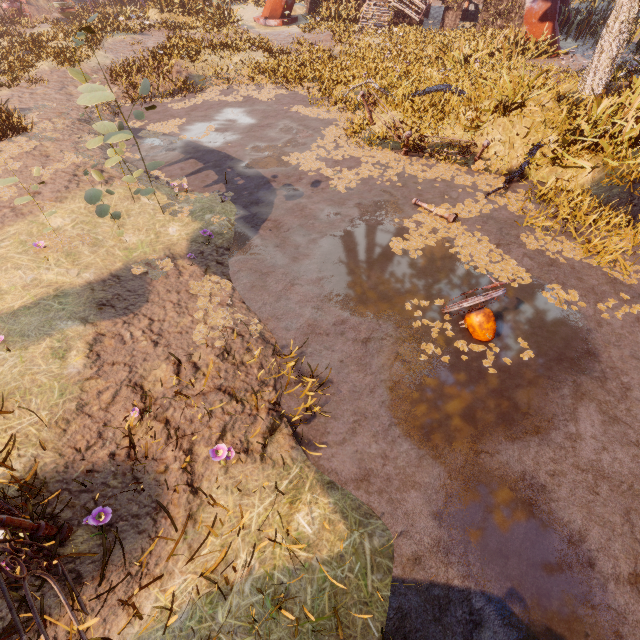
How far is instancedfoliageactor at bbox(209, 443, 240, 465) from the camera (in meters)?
3.53

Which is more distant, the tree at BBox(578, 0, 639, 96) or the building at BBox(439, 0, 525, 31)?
the building at BBox(439, 0, 525, 31)

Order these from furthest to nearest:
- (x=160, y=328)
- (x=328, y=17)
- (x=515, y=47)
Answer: (x=328, y=17)
(x=515, y=47)
(x=160, y=328)

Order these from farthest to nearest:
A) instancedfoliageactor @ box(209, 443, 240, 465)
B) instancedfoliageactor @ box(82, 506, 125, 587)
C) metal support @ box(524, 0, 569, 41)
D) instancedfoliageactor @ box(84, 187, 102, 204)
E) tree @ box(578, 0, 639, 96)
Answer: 1. metal support @ box(524, 0, 569, 41)
2. tree @ box(578, 0, 639, 96)
3. instancedfoliageactor @ box(84, 187, 102, 204)
4. instancedfoliageactor @ box(209, 443, 240, 465)
5. instancedfoliageactor @ box(82, 506, 125, 587)

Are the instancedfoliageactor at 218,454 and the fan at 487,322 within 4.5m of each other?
yes

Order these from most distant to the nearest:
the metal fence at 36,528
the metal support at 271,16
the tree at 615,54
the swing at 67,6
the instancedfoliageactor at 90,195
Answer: the swing at 67,6 < the metal support at 271,16 < the tree at 615,54 < the instancedfoliageactor at 90,195 < the metal fence at 36,528

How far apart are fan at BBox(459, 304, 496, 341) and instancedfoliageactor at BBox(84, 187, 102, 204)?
5.9m

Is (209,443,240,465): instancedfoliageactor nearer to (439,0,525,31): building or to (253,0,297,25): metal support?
(253,0,297,25): metal support
